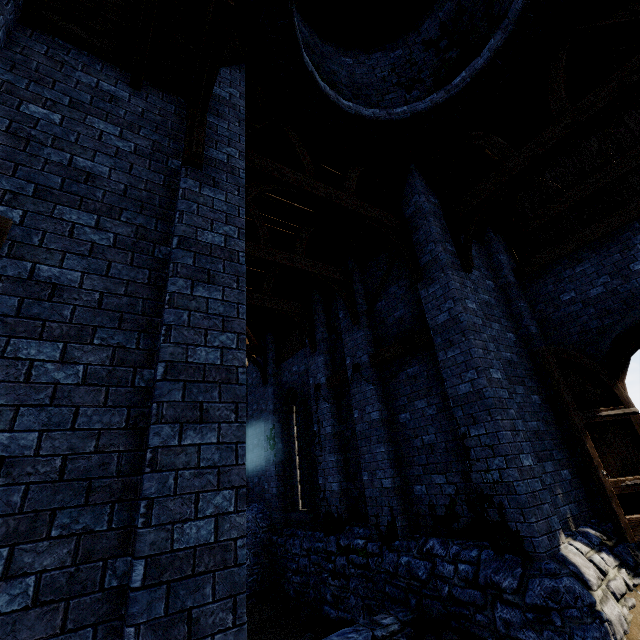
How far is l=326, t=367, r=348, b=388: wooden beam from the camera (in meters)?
9.19

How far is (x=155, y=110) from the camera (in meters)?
4.60

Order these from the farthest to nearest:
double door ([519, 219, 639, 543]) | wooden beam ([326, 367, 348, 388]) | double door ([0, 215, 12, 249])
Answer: wooden beam ([326, 367, 348, 388]) < double door ([519, 219, 639, 543]) < double door ([0, 215, 12, 249])

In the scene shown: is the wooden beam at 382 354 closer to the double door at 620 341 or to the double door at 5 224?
the double door at 620 341

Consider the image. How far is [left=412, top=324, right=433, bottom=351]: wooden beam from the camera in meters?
6.9 m

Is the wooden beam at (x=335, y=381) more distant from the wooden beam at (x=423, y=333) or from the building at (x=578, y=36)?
the wooden beam at (x=423, y=333)

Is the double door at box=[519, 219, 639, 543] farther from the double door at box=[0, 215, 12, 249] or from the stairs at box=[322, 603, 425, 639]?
the double door at box=[0, 215, 12, 249]
